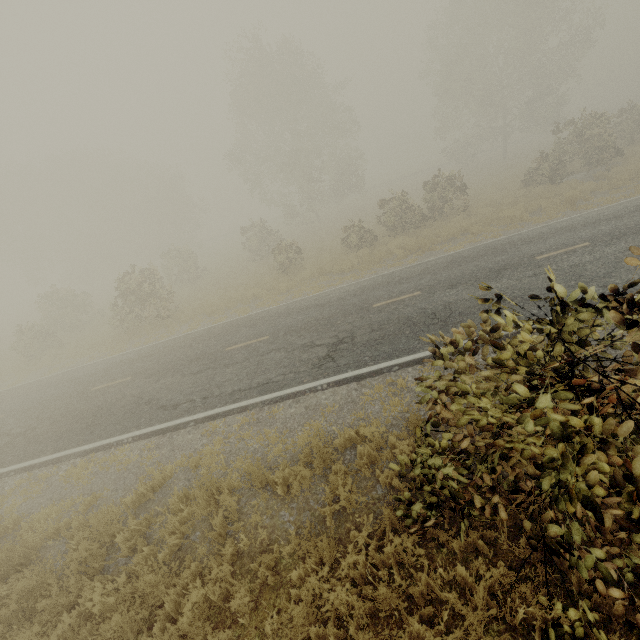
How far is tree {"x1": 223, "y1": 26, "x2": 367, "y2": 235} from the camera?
28.9 meters

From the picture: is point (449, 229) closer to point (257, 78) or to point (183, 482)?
point (183, 482)

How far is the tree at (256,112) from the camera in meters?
28.9 m
